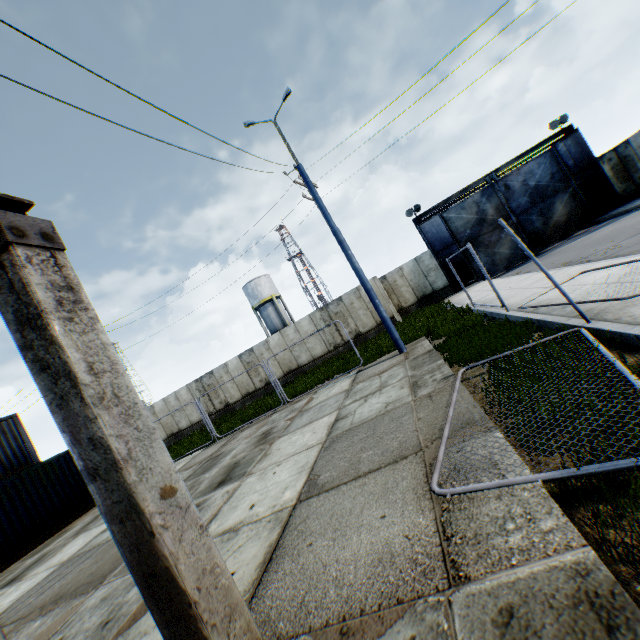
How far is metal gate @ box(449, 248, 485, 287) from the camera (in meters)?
22.23

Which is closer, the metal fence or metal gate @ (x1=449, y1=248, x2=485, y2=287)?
the metal fence

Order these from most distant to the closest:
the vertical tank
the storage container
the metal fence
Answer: the vertical tank < the storage container < the metal fence

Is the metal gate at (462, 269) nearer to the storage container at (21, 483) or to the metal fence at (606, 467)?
the metal fence at (606, 467)

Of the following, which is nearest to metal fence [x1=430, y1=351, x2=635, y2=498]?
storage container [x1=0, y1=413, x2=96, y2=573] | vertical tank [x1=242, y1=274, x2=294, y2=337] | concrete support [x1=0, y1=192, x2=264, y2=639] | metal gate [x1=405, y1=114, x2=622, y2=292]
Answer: concrete support [x1=0, y1=192, x2=264, y2=639]

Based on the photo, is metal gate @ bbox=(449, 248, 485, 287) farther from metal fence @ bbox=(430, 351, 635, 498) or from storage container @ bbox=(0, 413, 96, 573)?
storage container @ bbox=(0, 413, 96, 573)

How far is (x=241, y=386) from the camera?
23.2 meters

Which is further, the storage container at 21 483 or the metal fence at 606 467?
the storage container at 21 483
